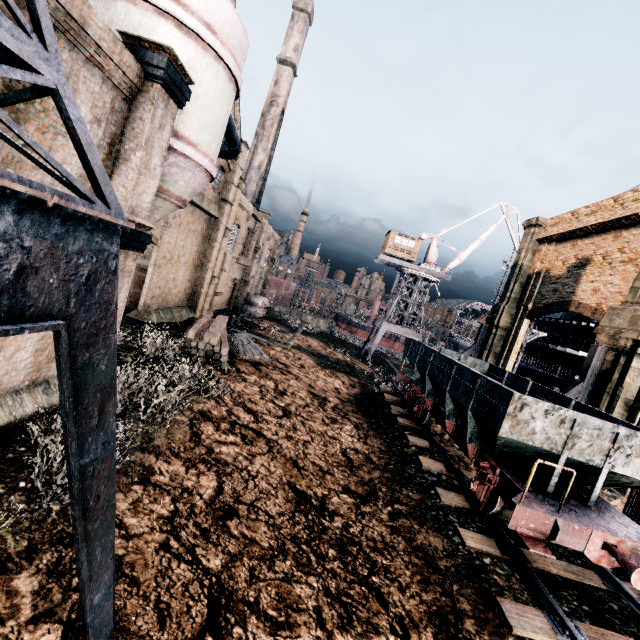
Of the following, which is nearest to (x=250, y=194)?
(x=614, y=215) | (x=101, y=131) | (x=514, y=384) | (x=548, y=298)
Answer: (x=548, y=298)

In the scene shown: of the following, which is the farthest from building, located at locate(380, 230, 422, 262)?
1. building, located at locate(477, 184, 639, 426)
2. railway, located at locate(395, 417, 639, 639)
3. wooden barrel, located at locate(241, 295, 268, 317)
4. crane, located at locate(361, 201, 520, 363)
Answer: building, located at locate(477, 184, 639, 426)

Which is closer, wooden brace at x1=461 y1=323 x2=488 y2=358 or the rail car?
the rail car

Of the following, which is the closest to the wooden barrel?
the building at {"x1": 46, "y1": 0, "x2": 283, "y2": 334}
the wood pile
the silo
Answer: the building at {"x1": 46, "y1": 0, "x2": 283, "y2": 334}

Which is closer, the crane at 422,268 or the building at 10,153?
the building at 10,153

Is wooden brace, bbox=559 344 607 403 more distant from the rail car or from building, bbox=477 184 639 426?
building, bbox=477 184 639 426

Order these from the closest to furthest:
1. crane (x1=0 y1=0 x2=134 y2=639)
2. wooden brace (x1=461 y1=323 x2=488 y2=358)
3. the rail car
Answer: crane (x1=0 y1=0 x2=134 y2=639) < the rail car < wooden brace (x1=461 y1=323 x2=488 y2=358)

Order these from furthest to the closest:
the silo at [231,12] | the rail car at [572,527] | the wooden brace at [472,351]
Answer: the wooden brace at [472,351], the silo at [231,12], the rail car at [572,527]
